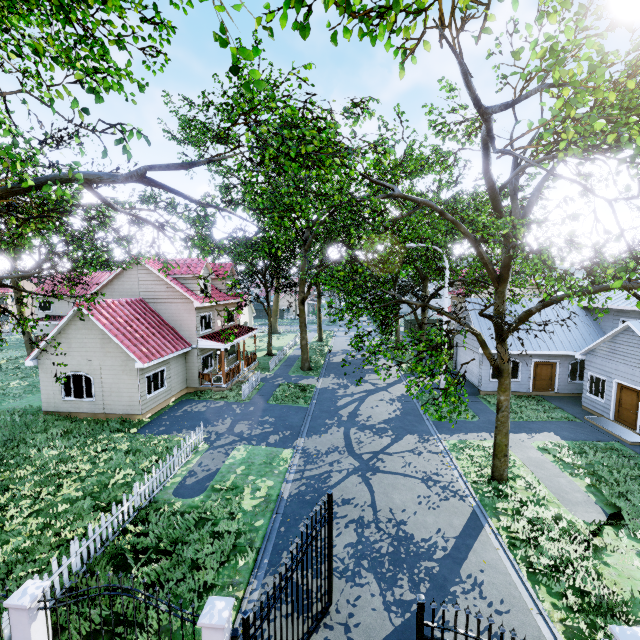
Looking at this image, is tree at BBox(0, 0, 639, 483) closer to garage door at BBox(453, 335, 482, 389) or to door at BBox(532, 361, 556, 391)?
garage door at BBox(453, 335, 482, 389)

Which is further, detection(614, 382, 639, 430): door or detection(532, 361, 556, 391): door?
detection(532, 361, 556, 391): door

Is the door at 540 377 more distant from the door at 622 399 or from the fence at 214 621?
the fence at 214 621

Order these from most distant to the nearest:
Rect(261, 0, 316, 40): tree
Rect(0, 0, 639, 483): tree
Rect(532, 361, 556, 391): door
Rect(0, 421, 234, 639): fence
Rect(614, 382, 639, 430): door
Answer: Rect(532, 361, 556, 391): door
Rect(614, 382, 639, 430): door
Rect(0, 421, 234, 639): fence
Rect(0, 0, 639, 483): tree
Rect(261, 0, 316, 40): tree

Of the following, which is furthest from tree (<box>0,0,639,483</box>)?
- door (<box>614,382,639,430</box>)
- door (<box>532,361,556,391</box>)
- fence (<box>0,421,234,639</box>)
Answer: door (<box>614,382,639,430</box>)

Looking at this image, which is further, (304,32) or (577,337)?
(577,337)

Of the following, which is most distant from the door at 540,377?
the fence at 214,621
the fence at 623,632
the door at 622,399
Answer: the fence at 214,621

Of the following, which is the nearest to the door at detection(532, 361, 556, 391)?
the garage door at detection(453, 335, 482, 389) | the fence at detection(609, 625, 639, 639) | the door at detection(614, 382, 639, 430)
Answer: the garage door at detection(453, 335, 482, 389)
